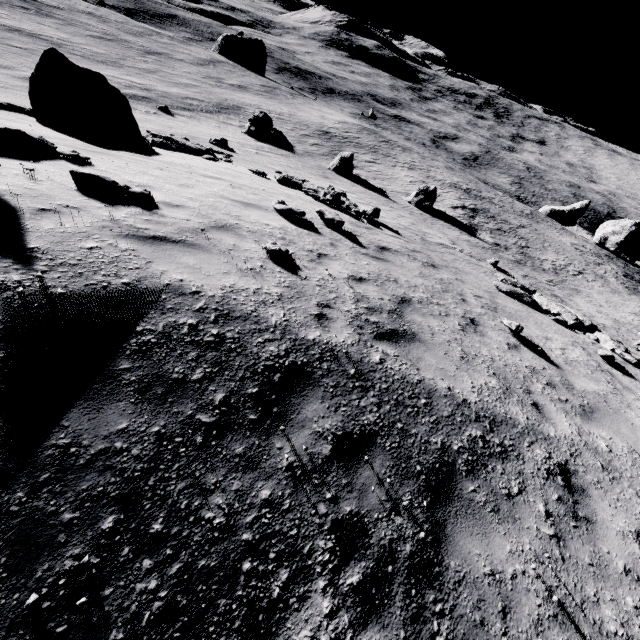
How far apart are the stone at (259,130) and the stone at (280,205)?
31.1 meters

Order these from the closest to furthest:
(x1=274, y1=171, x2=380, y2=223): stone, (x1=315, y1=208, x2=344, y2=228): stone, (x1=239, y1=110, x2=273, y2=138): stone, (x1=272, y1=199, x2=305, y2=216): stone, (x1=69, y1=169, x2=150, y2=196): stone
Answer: (x1=69, y1=169, x2=150, y2=196): stone
(x1=272, y1=199, x2=305, y2=216): stone
(x1=315, y1=208, x2=344, y2=228): stone
(x1=274, y1=171, x2=380, y2=223): stone
(x1=239, y1=110, x2=273, y2=138): stone

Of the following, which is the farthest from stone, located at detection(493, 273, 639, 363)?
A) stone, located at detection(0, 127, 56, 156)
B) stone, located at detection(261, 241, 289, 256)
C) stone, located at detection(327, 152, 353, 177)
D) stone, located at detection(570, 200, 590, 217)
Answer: stone, located at detection(570, 200, 590, 217)

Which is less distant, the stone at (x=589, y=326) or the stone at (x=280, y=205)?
the stone at (x=280, y=205)

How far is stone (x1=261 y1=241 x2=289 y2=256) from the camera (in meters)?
6.02

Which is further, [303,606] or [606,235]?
[606,235]

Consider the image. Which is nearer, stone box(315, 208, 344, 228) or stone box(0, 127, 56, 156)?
stone box(0, 127, 56, 156)

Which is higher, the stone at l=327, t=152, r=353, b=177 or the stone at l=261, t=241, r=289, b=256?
the stone at l=261, t=241, r=289, b=256
